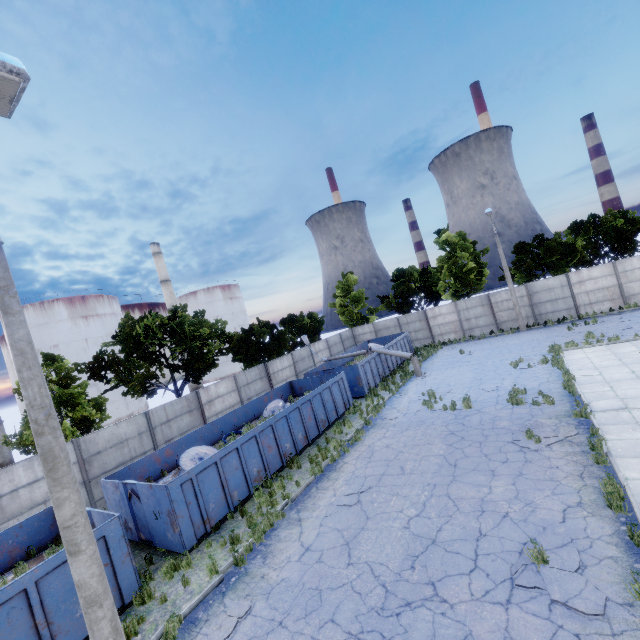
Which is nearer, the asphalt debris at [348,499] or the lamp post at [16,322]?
the lamp post at [16,322]

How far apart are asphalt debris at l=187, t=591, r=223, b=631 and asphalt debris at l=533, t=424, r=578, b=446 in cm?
885

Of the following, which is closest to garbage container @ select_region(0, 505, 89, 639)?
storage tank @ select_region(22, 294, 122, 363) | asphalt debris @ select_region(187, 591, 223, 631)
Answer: asphalt debris @ select_region(187, 591, 223, 631)

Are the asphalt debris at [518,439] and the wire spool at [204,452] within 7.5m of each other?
no

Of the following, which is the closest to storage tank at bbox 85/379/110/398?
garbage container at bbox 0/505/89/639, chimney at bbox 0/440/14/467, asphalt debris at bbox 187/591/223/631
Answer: chimney at bbox 0/440/14/467

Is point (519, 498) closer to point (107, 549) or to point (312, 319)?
point (107, 549)

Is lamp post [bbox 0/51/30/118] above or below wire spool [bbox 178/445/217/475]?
above

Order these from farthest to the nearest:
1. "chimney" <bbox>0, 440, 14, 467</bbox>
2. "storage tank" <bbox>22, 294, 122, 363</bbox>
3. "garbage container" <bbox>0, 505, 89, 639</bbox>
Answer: "storage tank" <bbox>22, 294, 122, 363</bbox>, "chimney" <bbox>0, 440, 14, 467</bbox>, "garbage container" <bbox>0, 505, 89, 639</bbox>
